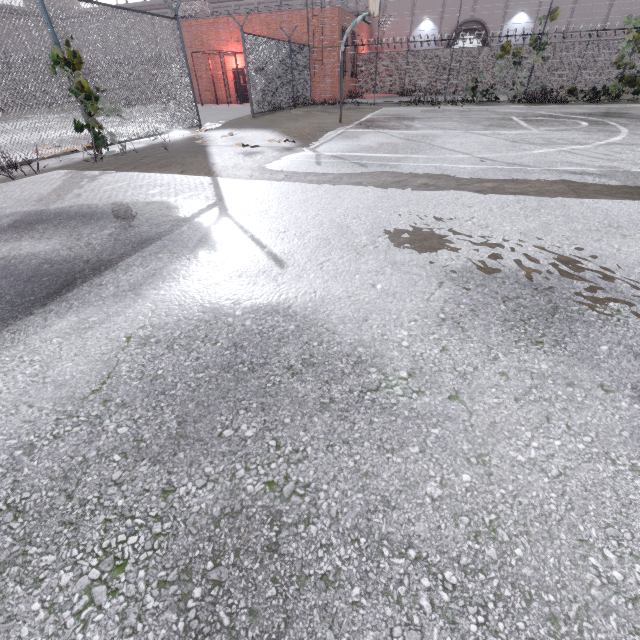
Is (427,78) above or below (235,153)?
above

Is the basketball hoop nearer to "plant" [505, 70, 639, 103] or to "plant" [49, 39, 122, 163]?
"plant" [49, 39, 122, 163]

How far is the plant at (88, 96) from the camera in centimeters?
664cm

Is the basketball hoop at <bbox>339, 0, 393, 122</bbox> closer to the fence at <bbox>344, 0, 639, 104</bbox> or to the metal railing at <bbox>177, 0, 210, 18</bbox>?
the fence at <bbox>344, 0, 639, 104</bbox>

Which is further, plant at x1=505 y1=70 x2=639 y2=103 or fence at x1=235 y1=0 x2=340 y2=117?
plant at x1=505 y1=70 x2=639 y2=103

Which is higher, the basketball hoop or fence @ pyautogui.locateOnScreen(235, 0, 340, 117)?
the basketball hoop

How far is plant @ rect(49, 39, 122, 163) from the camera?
6.6m

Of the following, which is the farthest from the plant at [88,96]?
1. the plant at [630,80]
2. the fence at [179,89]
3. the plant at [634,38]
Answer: the plant at [634,38]
